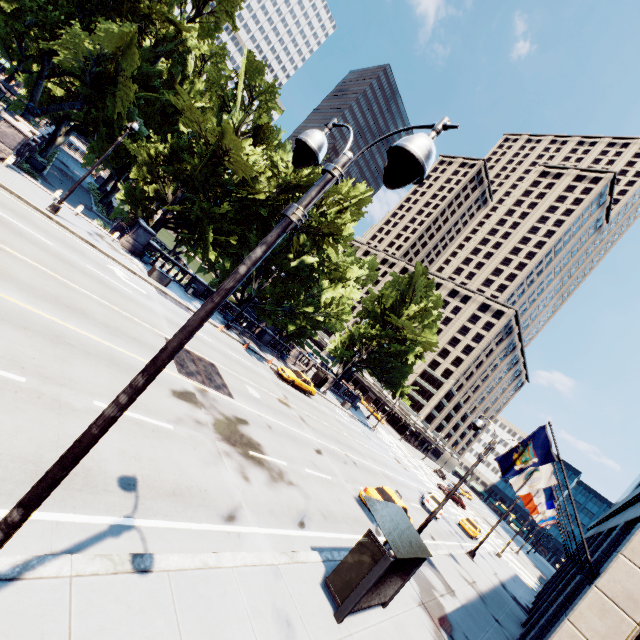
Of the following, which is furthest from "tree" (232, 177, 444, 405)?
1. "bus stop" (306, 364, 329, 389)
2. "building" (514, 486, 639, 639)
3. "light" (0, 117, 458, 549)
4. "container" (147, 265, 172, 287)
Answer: "building" (514, 486, 639, 639)

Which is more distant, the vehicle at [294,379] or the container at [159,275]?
the vehicle at [294,379]

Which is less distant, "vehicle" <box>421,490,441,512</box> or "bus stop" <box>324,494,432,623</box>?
"bus stop" <box>324,494,432,623</box>

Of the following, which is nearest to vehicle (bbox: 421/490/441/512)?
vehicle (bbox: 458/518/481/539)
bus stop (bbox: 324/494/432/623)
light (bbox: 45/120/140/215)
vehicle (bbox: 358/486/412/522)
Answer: vehicle (bbox: 458/518/481/539)

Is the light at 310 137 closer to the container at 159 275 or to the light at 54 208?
the light at 54 208

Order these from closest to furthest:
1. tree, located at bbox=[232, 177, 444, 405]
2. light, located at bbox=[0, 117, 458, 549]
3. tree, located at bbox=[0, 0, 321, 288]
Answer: light, located at bbox=[0, 117, 458, 549] → tree, located at bbox=[0, 0, 321, 288] → tree, located at bbox=[232, 177, 444, 405]

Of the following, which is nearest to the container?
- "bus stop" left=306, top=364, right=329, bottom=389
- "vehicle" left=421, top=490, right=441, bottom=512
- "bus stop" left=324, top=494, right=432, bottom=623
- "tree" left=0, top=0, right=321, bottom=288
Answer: "tree" left=0, top=0, right=321, bottom=288

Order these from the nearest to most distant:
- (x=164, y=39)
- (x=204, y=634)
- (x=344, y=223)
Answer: (x=204, y=634) → (x=344, y=223) → (x=164, y=39)
